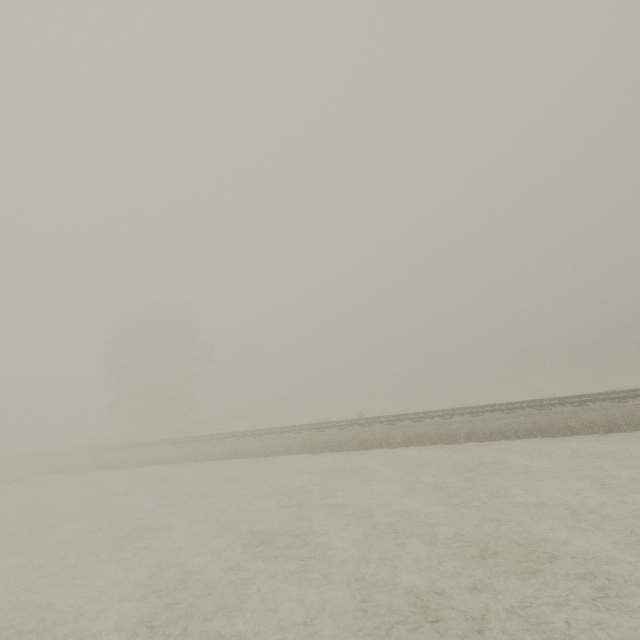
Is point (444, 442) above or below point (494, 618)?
above
